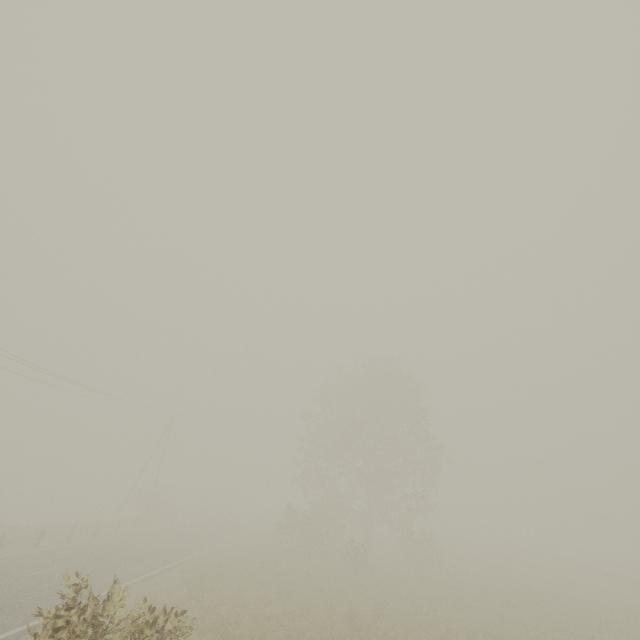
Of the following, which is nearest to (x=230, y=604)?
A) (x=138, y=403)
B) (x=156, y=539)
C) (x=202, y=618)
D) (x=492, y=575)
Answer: (x=202, y=618)
